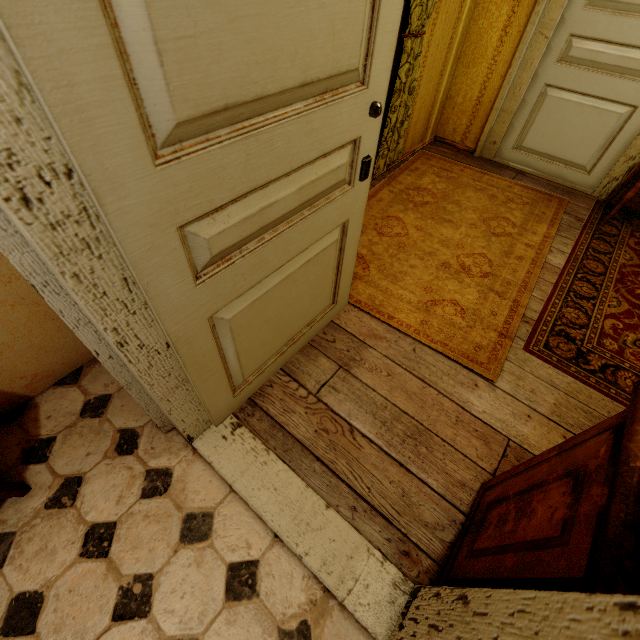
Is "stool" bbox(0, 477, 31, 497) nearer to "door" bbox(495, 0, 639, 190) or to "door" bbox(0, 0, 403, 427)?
"door" bbox(0, 0, 403, 427)

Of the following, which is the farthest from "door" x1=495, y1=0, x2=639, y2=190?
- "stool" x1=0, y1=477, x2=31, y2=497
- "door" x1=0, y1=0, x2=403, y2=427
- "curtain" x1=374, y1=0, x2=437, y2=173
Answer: "stool" x1=0, y1=477, x2=31, y2=497

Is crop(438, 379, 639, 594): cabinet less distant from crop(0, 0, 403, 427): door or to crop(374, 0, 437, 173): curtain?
crop(0, 0, 403, 427): door

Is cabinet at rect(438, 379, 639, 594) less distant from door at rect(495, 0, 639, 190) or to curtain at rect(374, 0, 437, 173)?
curtain at rect(374, 0, 437, 173)

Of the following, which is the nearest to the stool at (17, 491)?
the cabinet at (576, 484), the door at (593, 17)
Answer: the cabinet at (576, 484)

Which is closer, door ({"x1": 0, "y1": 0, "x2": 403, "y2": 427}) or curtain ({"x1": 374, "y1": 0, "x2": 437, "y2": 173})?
door ({"x1": 0, "y1": 0, "x2": 403, "y2": 427})

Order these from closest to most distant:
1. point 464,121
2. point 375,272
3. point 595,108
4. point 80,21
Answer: point 80,21 → point 375,272 → point 595,108 → point 464,121

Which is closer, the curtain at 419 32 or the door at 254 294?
the door at 254 294
